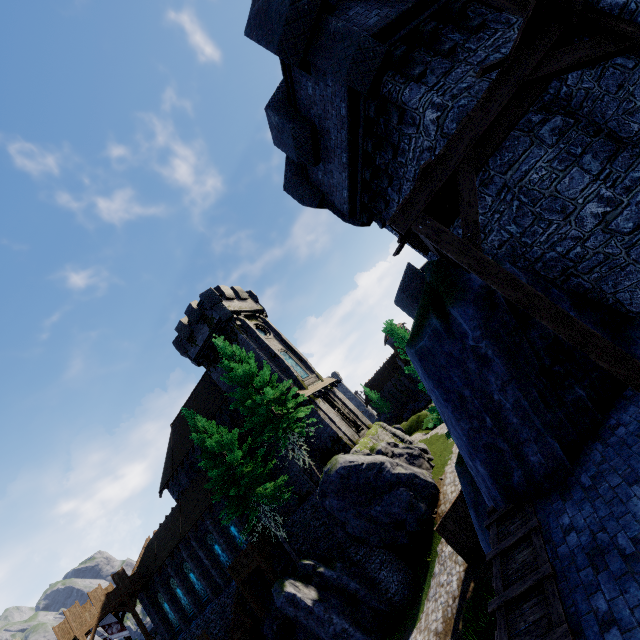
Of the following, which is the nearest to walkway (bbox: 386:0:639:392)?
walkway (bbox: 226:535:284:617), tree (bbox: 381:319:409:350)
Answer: tree (bbox: 381:319:409:350)

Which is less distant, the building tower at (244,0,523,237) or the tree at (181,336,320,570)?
the building tower at (244,0,523,237)

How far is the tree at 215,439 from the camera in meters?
21.7 m

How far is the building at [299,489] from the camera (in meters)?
24.78

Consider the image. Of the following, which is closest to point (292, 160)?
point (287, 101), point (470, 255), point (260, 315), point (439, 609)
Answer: point (287, 101)

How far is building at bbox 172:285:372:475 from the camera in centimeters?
2720cm

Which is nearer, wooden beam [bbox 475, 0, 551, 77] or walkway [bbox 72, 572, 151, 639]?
wooden beam [bbox 475, 0, 551, 77]

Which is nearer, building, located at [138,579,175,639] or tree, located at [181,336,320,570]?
tree, located at [181,336,320,570]
